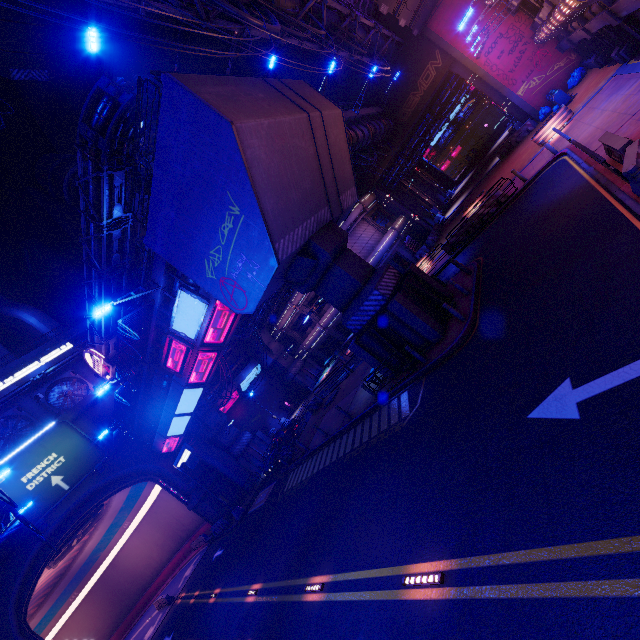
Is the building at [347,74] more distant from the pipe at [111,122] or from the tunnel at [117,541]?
the tunnel at [117,541]

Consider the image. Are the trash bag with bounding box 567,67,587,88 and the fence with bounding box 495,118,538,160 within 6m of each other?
yes

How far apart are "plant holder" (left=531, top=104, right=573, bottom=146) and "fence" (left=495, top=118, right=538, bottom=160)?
8.2m

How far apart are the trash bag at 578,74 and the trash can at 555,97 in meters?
2.5

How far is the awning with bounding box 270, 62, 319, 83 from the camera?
24.5m

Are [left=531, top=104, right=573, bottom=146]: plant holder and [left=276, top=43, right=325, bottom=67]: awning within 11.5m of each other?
no

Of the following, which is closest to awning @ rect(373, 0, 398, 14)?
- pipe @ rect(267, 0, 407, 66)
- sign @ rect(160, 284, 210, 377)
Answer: pipe @ rect(267, 0, 407, 66)

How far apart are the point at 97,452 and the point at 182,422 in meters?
9.7
